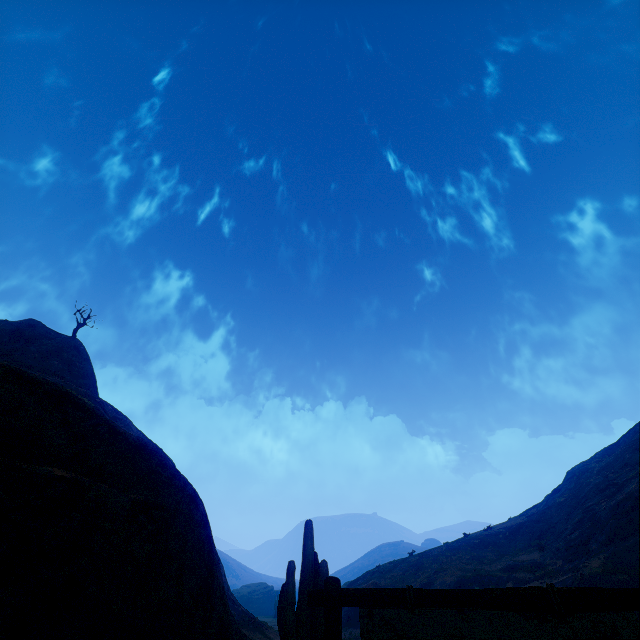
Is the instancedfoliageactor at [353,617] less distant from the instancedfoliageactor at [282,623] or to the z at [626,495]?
the z at [626,495]

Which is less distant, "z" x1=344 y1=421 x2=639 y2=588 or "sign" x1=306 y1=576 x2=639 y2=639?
"sign" x1=306 y1=576 x2=639 y2=639

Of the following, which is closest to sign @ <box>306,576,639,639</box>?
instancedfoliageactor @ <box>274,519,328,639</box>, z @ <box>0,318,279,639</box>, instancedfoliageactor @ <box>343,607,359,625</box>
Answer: z @ <box>0,318,279,639</box>

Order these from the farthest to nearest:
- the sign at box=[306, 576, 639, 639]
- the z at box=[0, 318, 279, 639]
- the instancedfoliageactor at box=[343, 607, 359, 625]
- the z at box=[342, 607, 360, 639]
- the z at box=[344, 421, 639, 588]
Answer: the instancedfoliageactor at box=[343, 607, 359, 625]
the z at box=[342, 607, 360, 639]
the z at box=[344, 421, 639, 588]
the z at box=[0, 318, 279, 639]
the sign at box=[306, 576, 639, 639]

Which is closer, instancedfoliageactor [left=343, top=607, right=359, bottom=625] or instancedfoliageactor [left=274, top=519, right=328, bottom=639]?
instancedfoliageactor [left=274, top=519, right=328, bottom=639]

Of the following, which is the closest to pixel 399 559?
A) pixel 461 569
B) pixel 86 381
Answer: pixel 461 569

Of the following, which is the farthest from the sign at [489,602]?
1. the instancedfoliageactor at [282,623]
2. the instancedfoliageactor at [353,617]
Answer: the instancedfoliageactor at [353,617]
